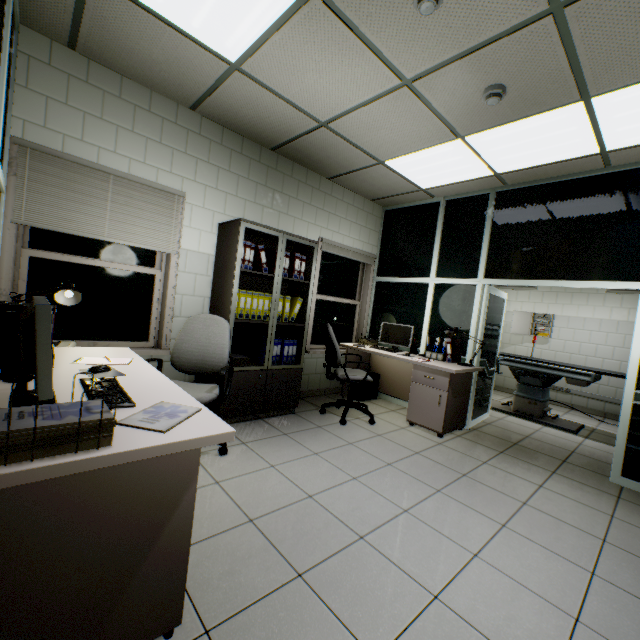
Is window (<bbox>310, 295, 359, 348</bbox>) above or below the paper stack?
above

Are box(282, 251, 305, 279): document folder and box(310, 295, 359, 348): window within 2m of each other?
yes

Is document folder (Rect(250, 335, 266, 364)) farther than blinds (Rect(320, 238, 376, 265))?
No

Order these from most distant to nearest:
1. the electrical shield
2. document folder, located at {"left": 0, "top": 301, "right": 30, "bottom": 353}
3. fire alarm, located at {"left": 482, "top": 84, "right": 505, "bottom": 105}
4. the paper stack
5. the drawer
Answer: the electrical shield → the drawer → fire alarm, located at {"left": 482, "top": 84, "right": 505, "bottom": 105} → document folder, located at {"left": 0, "top": 301, "right": 30, "bottom": 353} → the paper stack

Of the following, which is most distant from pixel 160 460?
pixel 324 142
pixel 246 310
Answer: pixel 324 142

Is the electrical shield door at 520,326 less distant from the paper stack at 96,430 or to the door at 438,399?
the door at 438,399

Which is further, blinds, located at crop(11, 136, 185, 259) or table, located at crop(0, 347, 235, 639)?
blinds, located at crop(11, 136, 185, 259)

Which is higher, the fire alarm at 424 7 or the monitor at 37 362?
the fire alarm at 424 7
